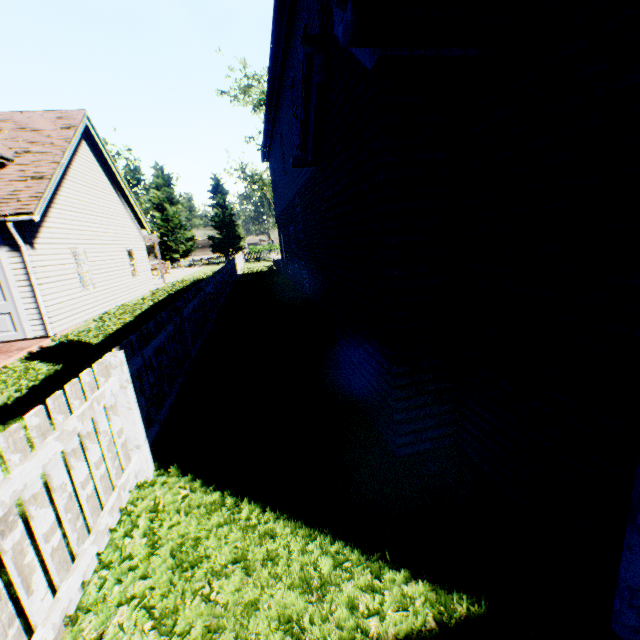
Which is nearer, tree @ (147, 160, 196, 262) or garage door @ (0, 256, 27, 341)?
garage door @ (0, 256, 27, 341)

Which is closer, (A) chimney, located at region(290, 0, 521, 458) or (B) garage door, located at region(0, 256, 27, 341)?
(A) chimney, located at region(290, 0, 521, 458)

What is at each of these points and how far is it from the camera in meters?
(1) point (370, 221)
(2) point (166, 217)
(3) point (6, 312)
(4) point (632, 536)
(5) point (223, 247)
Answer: (1) chimney, 2.7
(2) tree, 42.2
(3) garage door, 9.4
(4) drain pipe, 1.4
(5) tree, 45.8

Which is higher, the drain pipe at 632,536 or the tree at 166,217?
the tree at 166,217

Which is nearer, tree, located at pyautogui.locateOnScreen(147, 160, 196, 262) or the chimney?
the chimney

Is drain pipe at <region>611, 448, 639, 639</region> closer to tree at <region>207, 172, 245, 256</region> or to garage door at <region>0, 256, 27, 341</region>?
tree at <region>207, 172, 245, 256</region>

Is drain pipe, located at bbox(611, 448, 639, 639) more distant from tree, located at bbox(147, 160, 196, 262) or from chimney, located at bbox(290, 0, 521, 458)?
tree, located at bbox(147, 160, 196, 262)
